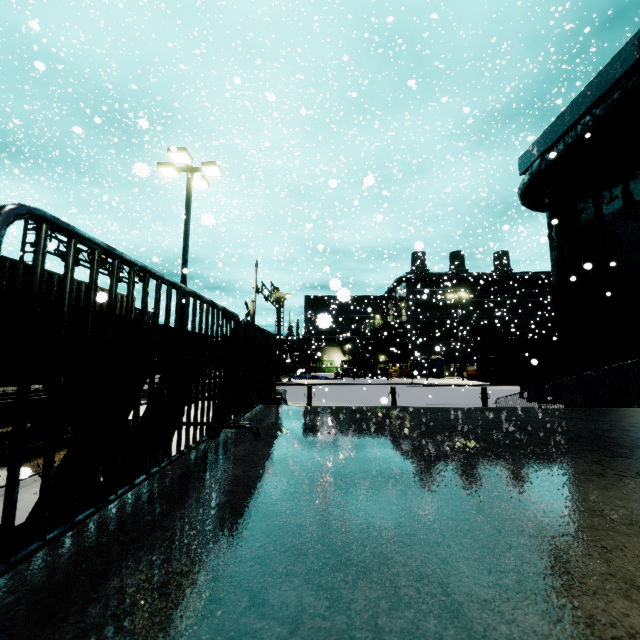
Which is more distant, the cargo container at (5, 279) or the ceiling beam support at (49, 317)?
the cargo container at (5, 279)

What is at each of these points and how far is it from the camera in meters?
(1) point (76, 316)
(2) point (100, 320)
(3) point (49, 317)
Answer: (1) ceiling beam support, 1.6 m
(2) ceiling beam support, 1.7 m
(3) ceiling beam support, 1.4 m

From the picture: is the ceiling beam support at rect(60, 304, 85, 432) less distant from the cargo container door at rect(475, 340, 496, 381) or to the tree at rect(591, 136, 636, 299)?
the tree at rect(591, 136, 636, 299)

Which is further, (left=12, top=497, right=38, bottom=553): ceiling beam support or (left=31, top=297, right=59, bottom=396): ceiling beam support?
(left=12, top=497, right=38, bottom=553): ceiling beam support

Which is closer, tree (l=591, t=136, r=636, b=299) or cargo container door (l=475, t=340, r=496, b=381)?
tree (l=591, t=136, r=636, b=299)

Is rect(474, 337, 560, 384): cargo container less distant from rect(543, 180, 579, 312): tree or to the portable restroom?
rect(543, 180, 579, 312): tree

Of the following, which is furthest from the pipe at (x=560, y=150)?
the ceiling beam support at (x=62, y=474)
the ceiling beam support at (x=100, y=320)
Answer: the ceiling beam support at (x=62, y=474)

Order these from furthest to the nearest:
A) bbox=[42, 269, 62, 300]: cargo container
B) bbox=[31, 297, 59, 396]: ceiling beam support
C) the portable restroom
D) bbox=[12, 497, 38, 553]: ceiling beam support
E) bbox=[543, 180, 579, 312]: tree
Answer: the portable restroom < bbox=[543, 180, 579, 312]: tree < bbox=[42, 269, 62, 300]: cargo container < bbox=[12, 497, 38, 553]: ceiling beam support < bbox=[31, 297, 59, 396]: ceiling beam support
